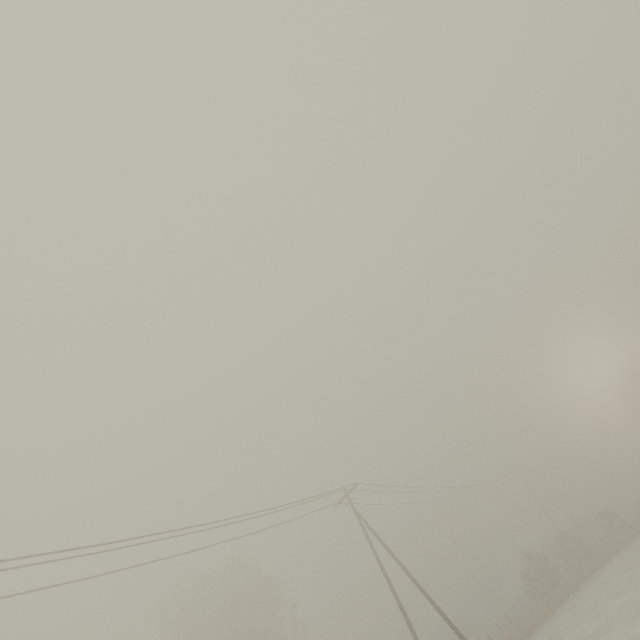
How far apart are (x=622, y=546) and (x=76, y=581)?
43.52m
